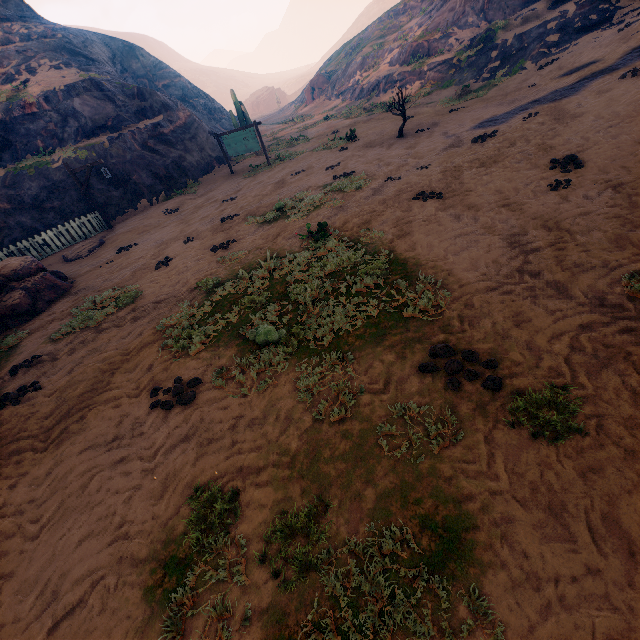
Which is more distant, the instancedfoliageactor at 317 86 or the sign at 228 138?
the instancedfoliageactor at 317 86

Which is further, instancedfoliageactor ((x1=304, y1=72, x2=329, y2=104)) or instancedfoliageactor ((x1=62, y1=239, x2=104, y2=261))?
instancedfoliageactor ((x1=304, y1=72, x2=329, y2=104))

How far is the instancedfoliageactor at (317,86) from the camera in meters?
42.1 m

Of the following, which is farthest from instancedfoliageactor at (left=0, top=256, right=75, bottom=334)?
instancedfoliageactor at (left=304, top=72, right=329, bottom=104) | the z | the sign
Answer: instancedfoliageactor at (left=304, top=72, right=329, bottom=104)

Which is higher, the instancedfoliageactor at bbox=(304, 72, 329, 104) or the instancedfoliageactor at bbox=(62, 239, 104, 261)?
the instancedfoliageactor at bbox=(304, 72, 329, 104)

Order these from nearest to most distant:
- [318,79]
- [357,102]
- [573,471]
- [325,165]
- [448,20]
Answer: [573,471], [325,165], [448,20], [357,102], [318,79]

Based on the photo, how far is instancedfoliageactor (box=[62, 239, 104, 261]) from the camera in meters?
13.3

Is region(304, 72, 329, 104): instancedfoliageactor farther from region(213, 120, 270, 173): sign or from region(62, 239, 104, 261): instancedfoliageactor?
region(62, 239, 104, 261): instancedfoliageactor
